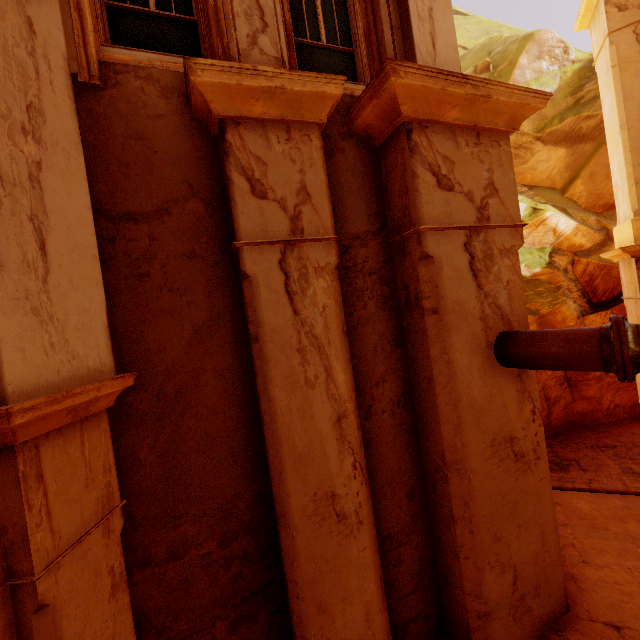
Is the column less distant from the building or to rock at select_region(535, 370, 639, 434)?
the building

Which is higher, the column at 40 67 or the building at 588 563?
the column at 40 67

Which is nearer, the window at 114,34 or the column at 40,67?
the column at 40,67

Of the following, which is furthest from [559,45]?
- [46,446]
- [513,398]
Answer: [46,446]

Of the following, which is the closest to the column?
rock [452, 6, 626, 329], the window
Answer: the window

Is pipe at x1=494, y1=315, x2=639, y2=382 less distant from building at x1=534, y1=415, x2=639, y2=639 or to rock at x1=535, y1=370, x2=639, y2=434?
building at x1=534, y1=415, x2=639, y2=639

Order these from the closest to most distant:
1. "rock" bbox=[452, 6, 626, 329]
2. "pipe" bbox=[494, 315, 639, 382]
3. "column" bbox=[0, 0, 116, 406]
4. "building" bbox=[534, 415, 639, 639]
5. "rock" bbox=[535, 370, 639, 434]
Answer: "column" bbox=[0, 0, 116, 406] < "pipe" bbox=[494, 315, 639, 382] < "building" bbox=[534, 415, 639, 639] < "rock" bbox=[535, 370, 639, 434] < "rock" bbox=[452, 6, 626, 329]
